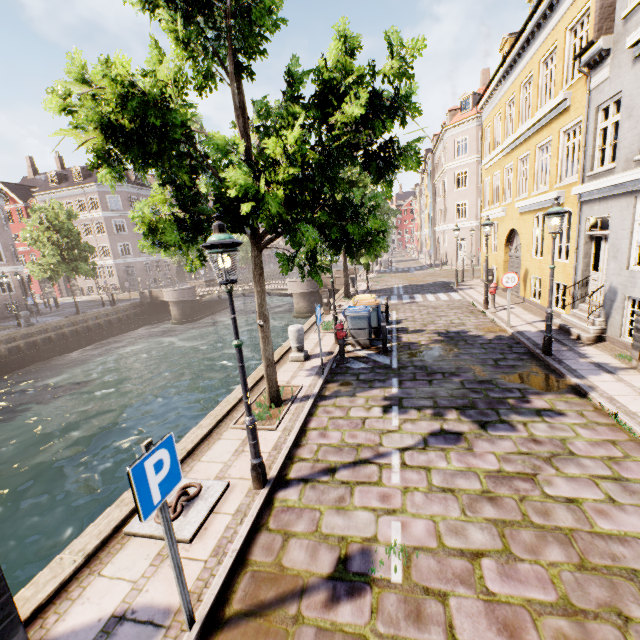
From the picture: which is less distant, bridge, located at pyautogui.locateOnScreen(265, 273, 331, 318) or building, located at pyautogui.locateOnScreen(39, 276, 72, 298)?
bridge, located at pyautogui.locateOnScreen(265, 273, 331, 318)

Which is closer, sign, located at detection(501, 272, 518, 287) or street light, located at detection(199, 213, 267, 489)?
street light, located at detection(199, 213, 267, 489)

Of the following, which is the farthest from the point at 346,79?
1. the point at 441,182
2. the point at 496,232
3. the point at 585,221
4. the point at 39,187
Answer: the point at 39,187

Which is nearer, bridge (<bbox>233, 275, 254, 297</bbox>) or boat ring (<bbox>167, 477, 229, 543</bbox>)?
boat ring (<bbox>167, 477, 229, 543</bbox>)

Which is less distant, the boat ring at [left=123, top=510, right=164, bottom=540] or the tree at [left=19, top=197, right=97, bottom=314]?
the boat ring at [left=123, top=510, right=164, bottom=540]

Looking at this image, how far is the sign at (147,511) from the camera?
2.4m

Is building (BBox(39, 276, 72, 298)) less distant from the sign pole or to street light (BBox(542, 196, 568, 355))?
the sign pole

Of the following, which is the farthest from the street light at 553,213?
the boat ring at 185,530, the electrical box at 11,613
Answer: the electrical box at 11,613
